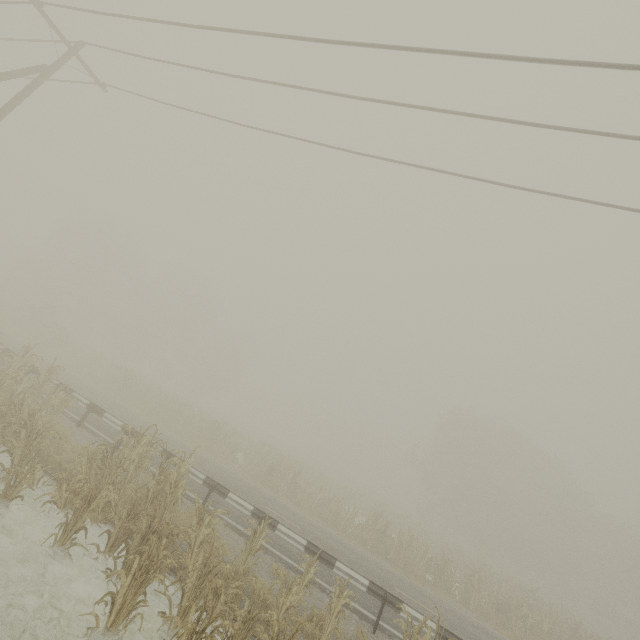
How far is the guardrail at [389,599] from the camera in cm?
862

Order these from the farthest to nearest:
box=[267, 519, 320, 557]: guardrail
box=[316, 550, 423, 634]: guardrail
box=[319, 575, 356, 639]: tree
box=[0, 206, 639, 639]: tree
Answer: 1. box=[267, 519, 320, 557]: guardrail
2. box=[316, 550, 423, 634]: guardrail
3. box=[319, 575, 356, 639]: tree
4. box=[0, 206, 639, 639]: tree

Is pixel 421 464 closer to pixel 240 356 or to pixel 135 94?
pixel 240 356

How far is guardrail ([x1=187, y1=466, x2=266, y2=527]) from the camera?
10.27m

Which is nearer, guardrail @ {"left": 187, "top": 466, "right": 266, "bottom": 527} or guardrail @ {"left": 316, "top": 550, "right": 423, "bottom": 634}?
guardrail @ {"left": 316, "top": 550, "right": 423, "bottom": 634}

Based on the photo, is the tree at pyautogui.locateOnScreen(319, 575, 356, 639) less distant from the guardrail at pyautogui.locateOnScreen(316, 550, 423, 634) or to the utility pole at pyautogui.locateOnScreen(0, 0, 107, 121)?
the utility pole at pyautogui.locateOnScreen(0, 0, 107, 121)

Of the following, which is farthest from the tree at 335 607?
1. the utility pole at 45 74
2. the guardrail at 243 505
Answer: the guardrail at 243 505
